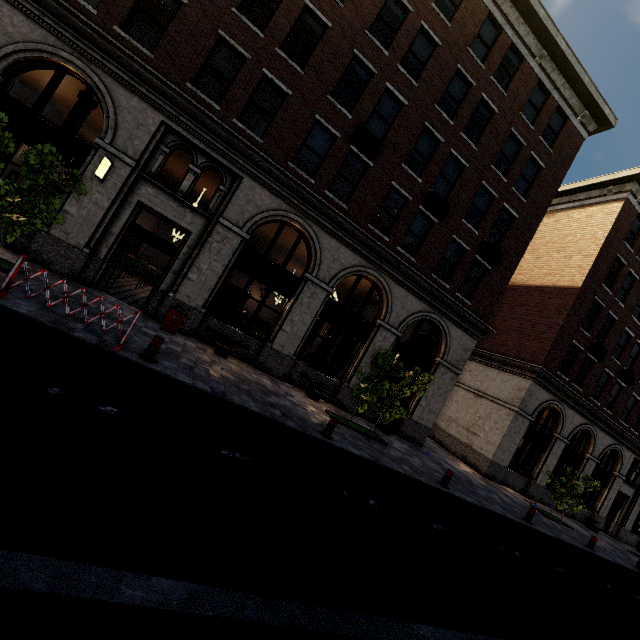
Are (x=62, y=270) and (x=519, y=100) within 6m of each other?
no

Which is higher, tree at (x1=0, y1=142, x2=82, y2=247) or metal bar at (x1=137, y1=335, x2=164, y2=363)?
tree at (x1=0, y1=142, x2=82, y2=247)

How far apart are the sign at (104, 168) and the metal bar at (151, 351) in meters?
6.0

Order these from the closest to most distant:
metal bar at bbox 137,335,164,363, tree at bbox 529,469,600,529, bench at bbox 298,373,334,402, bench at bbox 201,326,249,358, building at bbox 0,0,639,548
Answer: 1. metal bar at bbox 137,335,164,363
2. building at bbox 0,0,639,548
3. bench at bbox 201,326,249,358
4. bench at bbox 298,373,334,402
5. tree at bbox 529,469,600,529

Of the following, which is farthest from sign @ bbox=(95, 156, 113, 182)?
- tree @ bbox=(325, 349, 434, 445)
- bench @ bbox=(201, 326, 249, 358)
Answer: tree @ bbox=(325, 349, 434, 445)

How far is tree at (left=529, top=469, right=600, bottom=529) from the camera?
16.4m

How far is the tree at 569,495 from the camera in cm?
1641

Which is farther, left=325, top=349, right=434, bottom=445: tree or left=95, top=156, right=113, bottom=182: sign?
left=325, top=349, right=434, bottom=445: tree
